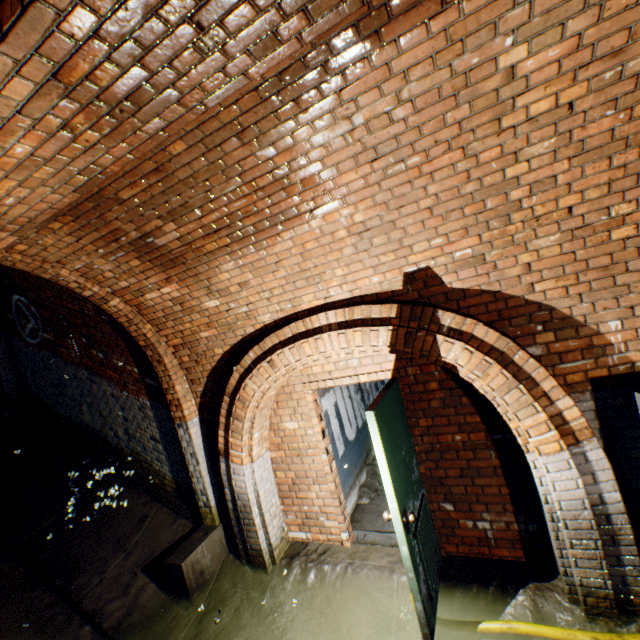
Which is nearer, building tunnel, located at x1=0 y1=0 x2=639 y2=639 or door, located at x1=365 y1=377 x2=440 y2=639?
building tunnel, located at x1=0 y1=0 x2=639 y2=639

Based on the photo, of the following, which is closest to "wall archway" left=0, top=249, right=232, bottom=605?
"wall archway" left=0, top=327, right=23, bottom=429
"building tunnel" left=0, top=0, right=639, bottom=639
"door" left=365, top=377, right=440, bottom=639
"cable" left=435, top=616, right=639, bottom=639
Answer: "building tunnel" left=0, top=0, right=639, bottom=639

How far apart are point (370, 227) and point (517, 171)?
Answer: 1.1m

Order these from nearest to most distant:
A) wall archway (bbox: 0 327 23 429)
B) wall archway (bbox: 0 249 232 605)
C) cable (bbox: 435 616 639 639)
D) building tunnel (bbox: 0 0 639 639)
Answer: building tunnel (bbox: 0 0 639 639)
cable (bbox: 435 616 639 639)
wall archway (bbox: 0 249 232 605)
wall archway (bbox: 0 327 23 429)

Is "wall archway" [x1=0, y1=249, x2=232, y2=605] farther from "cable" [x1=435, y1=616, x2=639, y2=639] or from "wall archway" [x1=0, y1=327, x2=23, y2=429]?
"wall archway" [x1=0, y1=327, x2=23, y2=429]

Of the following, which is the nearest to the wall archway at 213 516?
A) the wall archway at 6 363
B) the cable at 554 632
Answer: the cable at 554 632

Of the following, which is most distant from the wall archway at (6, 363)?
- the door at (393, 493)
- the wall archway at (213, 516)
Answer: the door at (393, 493)
